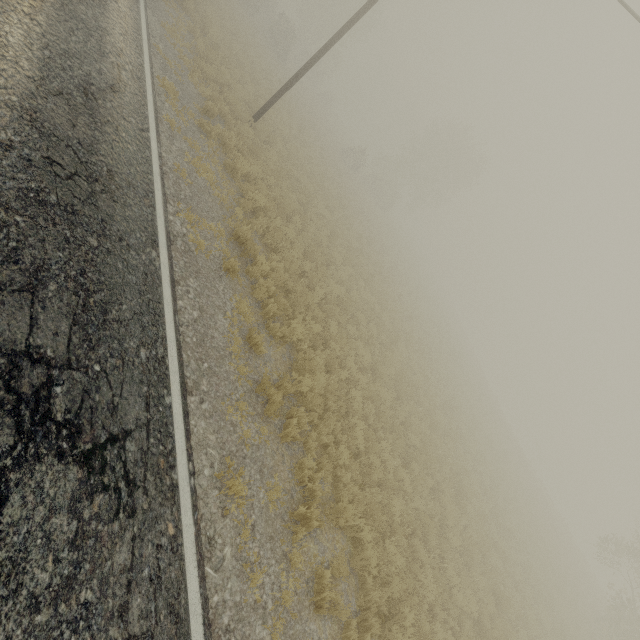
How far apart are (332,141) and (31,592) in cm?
3987
